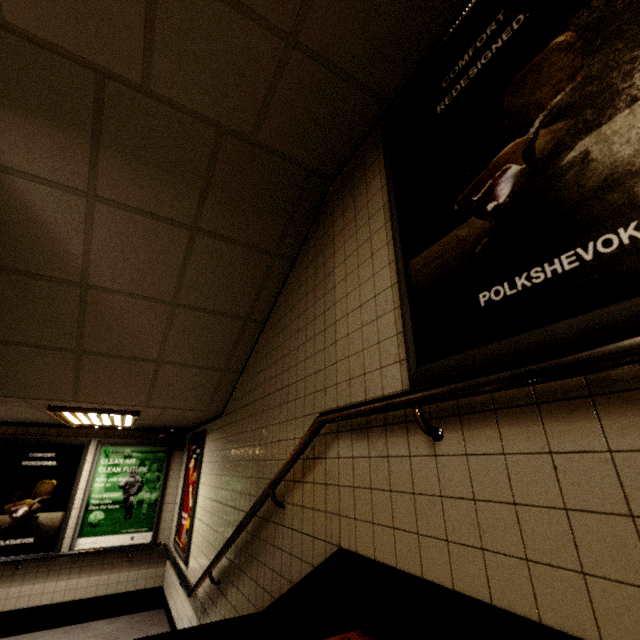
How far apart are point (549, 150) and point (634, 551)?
1.2 meters

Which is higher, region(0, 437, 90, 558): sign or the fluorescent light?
the fluorescent light

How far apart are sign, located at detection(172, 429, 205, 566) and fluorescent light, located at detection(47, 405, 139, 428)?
1.0m

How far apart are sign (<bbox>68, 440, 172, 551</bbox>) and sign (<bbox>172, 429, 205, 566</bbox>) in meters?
0.7 m

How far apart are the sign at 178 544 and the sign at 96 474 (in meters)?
0.67

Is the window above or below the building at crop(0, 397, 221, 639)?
above

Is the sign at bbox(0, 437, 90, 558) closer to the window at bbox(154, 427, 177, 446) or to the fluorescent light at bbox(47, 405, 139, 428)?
the fluorescent light at bbox(47, 405, 139, 428)

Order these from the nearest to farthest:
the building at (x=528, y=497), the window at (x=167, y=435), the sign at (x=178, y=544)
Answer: the building at (x=528, y=497) → the sign at (x=178, y=544) → the window at (x=167, y=435)
